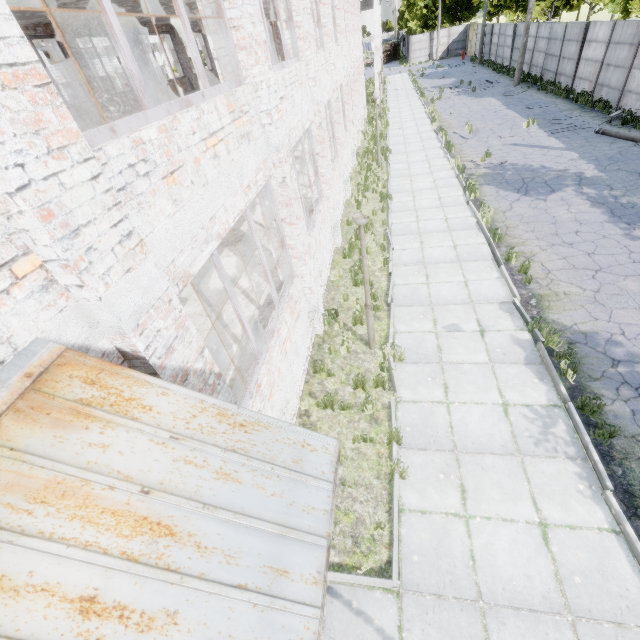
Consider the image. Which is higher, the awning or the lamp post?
the awning

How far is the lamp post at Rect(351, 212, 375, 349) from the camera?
5.6 meters

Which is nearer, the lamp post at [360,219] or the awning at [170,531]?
the awning at [170,531]

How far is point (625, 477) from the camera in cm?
485

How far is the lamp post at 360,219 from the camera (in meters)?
5.65

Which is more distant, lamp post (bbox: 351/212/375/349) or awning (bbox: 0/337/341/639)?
lamp post (bbox: 351/212/375/349)
